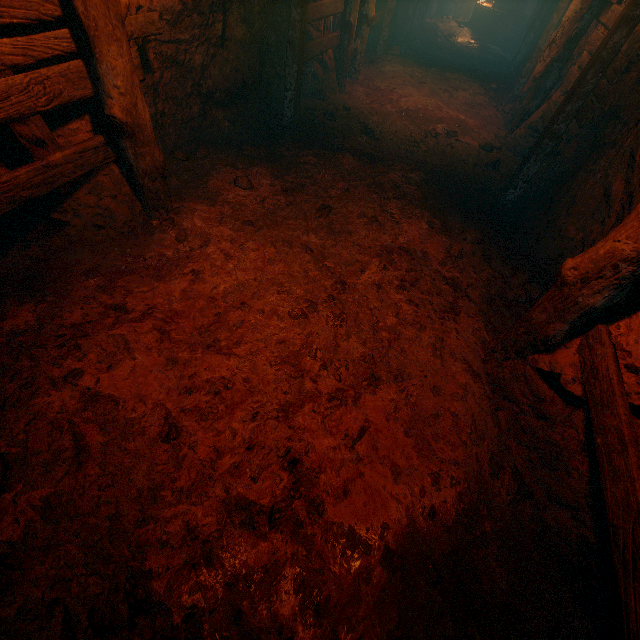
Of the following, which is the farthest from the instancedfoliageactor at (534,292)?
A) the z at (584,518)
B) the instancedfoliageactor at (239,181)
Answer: the instancedfoliageactor at (239,181)

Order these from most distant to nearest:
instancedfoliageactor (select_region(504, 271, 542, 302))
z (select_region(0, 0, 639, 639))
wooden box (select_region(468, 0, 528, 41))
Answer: wooden box (select_region(468, 0, 528, 41)) < instancedfoliageactor (select_region(504, 271, 542, 302)) < z (select_region(0, 0, 639, 639))

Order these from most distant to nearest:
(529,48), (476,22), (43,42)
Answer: (476,22), (529,48), (43,42)

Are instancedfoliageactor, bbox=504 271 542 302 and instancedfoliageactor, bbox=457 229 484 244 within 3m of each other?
yes

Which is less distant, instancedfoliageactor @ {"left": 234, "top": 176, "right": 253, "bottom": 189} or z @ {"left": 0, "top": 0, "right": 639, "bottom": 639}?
z @ {"left": 0, "top": 0, "right": 639, "bottom": 639}

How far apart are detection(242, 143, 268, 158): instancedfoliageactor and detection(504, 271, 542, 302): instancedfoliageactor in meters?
4.0 m

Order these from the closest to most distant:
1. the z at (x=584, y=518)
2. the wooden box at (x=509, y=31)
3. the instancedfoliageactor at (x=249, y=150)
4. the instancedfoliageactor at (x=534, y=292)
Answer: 1. the z at (x=584, y=518)
2. the instancedfoliageactor at (x=534, y=292)
3. the instancedfoliageactor at (x=249, y=150)
4. the wooden box at (x=509, y=31)

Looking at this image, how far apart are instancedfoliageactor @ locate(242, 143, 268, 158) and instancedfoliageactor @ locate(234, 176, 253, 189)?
0.8 meters
